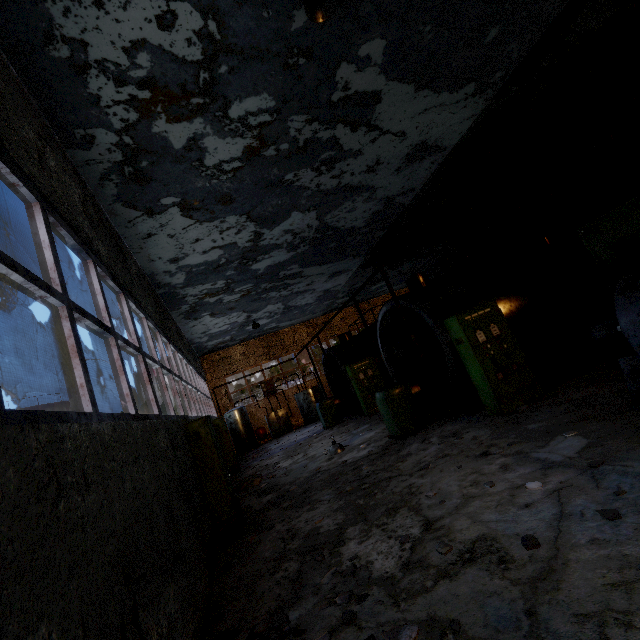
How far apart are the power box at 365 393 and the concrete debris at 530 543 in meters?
11.3

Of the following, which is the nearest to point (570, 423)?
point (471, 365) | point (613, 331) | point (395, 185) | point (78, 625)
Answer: point (613, 331)

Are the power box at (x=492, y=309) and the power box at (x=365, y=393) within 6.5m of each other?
no

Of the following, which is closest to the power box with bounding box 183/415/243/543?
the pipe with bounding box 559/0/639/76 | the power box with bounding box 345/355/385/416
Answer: the power box with bounding box 345/355/385/416

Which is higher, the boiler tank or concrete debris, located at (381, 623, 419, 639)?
the boiler tank

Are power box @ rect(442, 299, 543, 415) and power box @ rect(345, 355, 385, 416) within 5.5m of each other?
no

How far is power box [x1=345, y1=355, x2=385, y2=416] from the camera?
14.48m

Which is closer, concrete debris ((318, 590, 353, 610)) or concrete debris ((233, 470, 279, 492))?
concrete debris ((318, 590, 353, 610))
